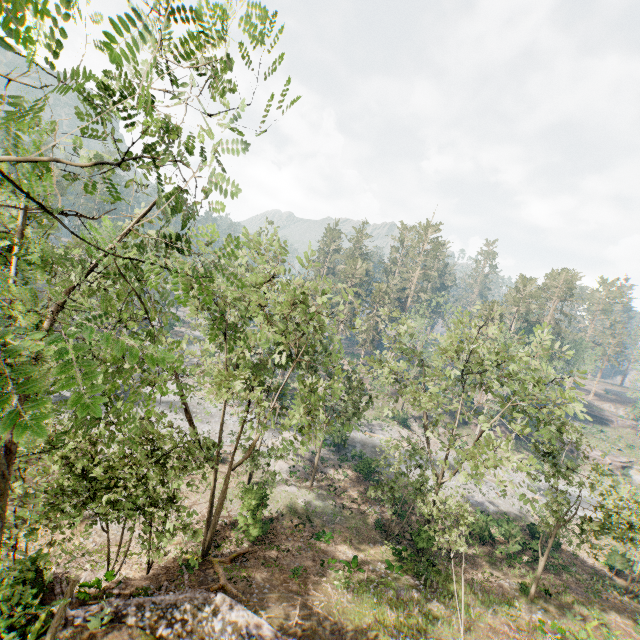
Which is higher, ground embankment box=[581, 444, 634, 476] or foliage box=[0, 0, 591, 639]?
foliage box=[0, 0, 591, 639]

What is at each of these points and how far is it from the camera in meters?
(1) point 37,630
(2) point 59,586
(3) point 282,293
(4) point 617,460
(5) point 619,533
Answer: (1) ground embankment, 11.6
(2) ground embankment, 15.4
(3) foliage, 18.4
(4) ground embankment, 55.4
(5) foliage, 17.4

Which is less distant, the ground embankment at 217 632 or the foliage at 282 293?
the foliage at 282 293

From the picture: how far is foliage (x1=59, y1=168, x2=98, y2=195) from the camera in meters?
4.8

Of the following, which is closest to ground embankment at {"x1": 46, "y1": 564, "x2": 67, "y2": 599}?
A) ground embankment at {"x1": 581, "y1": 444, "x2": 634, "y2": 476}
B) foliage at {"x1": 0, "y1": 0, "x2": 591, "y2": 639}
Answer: foliage at {"x1": 0, "y1": 0, "x2": 591, "y2": 639}

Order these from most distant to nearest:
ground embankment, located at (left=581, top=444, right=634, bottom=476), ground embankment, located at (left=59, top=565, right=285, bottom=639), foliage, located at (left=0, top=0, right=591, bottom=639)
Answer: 1. ground embankment, located at (left=581, top=444, right=634, bottom=476)
2. ground embankment, located at (left=59, top=565, right=285, bottom=639)
3. foliage, located at (left=0, top=0, right=591, bottom=639)

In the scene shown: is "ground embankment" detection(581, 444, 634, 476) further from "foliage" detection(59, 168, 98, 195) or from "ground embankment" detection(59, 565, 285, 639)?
"ground embankment" detection(59, 565, 285, 639)

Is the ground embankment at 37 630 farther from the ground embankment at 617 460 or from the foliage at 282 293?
the ground embankment at 617 460
